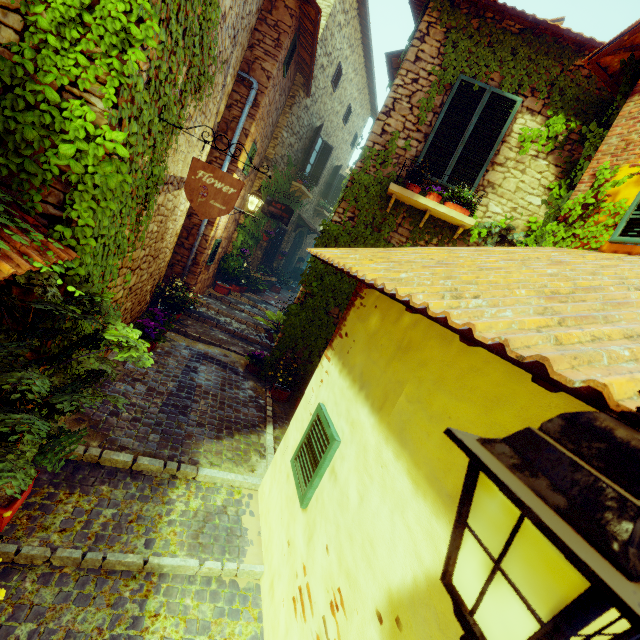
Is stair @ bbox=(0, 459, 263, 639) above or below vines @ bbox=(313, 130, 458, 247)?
below

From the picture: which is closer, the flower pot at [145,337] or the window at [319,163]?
the flower pot at [145,337]

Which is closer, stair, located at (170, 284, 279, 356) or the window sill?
the window sill

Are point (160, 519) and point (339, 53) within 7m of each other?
no

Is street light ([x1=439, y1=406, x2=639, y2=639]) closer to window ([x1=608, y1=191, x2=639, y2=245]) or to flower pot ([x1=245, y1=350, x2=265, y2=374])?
window ([x1=608, y1=191, x2=639, y2=245])

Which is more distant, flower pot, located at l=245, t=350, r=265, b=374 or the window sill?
flower pot, located at l=245, t=350, r=265, b=374

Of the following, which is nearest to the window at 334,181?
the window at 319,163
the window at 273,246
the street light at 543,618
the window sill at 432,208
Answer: the window at 319,163

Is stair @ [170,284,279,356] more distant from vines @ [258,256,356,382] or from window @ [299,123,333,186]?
window @ [299,123,333,186]
